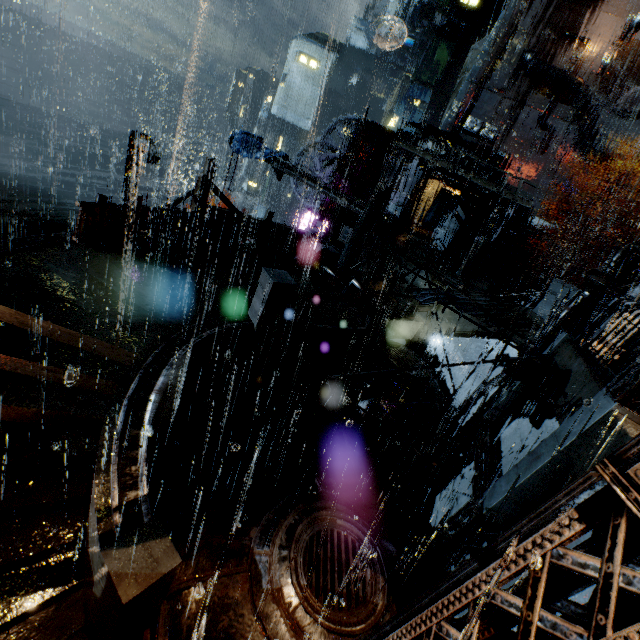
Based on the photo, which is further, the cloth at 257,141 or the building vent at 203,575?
the cloth at 257,141

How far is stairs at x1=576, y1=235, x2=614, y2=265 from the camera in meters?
31.8 m

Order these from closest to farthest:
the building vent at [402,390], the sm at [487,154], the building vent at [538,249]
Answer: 1. the building vent at [402,390]
2. the sm at [487,154]
3. the building vent at [538,249]

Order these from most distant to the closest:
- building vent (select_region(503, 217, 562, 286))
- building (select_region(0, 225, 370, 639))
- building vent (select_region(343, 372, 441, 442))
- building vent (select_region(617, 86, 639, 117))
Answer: building vent (select_region(503, 217, 562, 286)) < building vent (select_region(617, 86, 639, 117)) < building vent (select_region(343, 372, 441, 442)) < building (select_region(0, 225, 370, 639))

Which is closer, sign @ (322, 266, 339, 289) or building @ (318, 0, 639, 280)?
sign @ (322, 266, 339, 289)

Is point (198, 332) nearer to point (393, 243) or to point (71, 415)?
point (71, 415)

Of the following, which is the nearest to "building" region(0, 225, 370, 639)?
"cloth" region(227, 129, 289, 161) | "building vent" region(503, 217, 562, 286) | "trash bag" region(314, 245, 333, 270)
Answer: "trash bag" region(314, 245, 333, 270)
